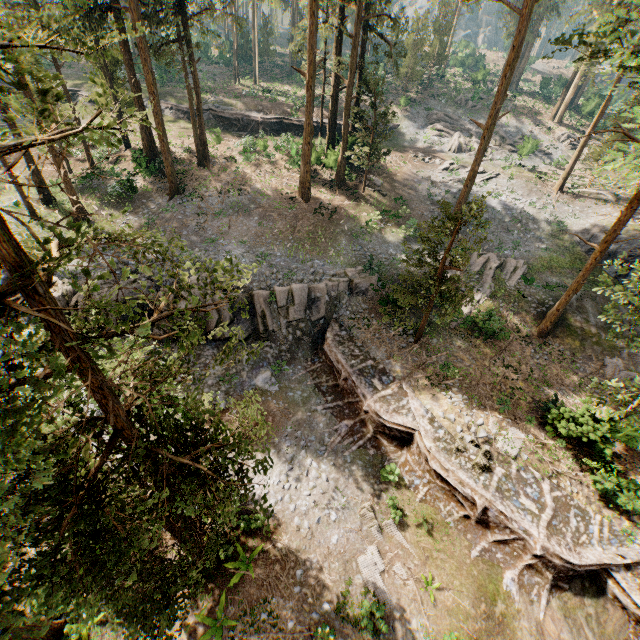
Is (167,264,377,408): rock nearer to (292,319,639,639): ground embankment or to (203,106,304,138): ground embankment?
(292,319,639,639): ground embankment

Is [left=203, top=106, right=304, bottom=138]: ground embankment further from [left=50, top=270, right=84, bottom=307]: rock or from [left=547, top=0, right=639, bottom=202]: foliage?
[left=50, top=270, right=84, bottom=307]: rock

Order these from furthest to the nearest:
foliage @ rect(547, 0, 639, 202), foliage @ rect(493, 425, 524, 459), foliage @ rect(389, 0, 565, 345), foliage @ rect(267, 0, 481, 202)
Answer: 1. foliage @ rect(267, 0, 481, 202)
2. foliage @ rect(389, 0, 565, 345)
3. foliage @ rect(493, 425, 524, 459)
4. foliage @ rect(547, 0, 639, 202)

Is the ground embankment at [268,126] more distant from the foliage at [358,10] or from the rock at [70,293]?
the rock at [70,293]

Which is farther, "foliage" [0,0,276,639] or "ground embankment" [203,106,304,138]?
"ground embankment" [203,106,304,138]

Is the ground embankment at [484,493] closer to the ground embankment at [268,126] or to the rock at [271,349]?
the rock at [271,349]

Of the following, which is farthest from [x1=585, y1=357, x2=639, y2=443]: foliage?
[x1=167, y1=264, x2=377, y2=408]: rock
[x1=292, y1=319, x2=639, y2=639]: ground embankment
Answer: [x1=167, y1=264, x2=377, y2=408]: rock

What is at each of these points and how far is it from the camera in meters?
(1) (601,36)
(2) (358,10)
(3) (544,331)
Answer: (1) foliage, 15.6 m
(2) foliage, 23.1 m
(3) foliage, 21.7 m
